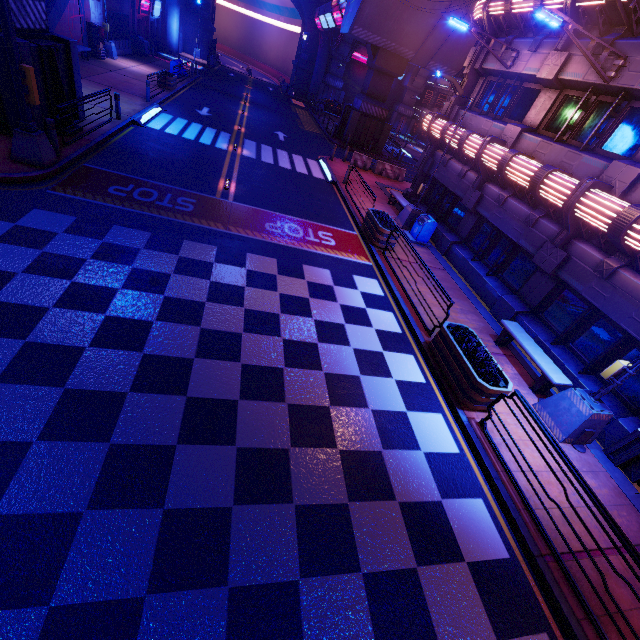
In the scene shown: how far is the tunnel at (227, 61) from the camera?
50.3m

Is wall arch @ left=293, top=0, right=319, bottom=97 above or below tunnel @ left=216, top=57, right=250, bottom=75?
above

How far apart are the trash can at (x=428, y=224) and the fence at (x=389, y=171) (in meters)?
10.47

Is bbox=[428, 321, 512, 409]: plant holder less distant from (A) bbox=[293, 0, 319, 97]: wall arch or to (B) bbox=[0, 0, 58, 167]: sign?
(B) bbox=[0, 0, 58, 167]: sign

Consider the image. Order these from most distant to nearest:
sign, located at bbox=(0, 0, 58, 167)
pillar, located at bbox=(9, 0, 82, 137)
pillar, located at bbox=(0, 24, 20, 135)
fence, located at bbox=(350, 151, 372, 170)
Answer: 1. fence, located at bbox=(350, 151, 372, 170)
2. pillar, located at bbox=(9, 0, 82, 137)
3. pillar, located at bbox=(0, 24, 20, 135)
4. sign, located at bbox=(0, 0, 58, 167)

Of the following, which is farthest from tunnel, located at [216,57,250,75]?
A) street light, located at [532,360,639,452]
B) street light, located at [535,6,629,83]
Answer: street light, located at [532,360,639,452]

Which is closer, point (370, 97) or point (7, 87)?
point (7, 87)

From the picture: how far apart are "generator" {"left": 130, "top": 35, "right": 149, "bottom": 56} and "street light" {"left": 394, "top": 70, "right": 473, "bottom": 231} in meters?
32.0
